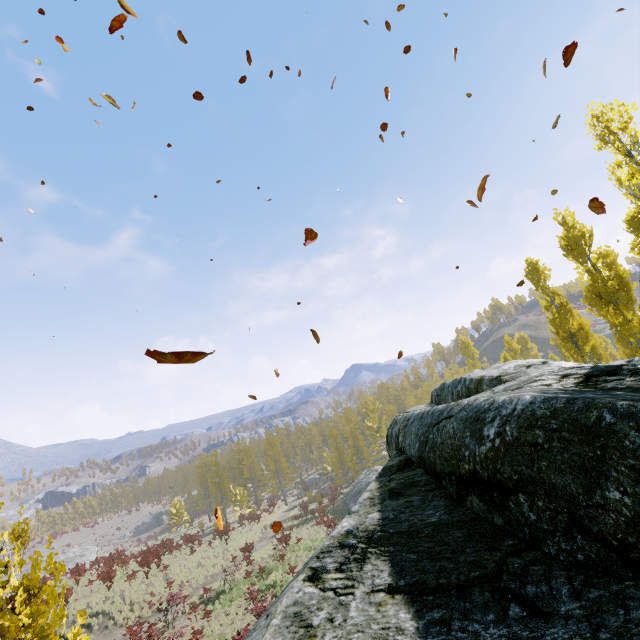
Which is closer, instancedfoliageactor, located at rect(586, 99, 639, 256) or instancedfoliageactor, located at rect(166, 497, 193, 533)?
instancedfoliageactor, located at rect(586, 99, 639, 256)

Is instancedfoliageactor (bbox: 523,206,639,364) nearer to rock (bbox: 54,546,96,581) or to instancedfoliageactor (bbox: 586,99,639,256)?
instancedfoliageactor (bbox: 586,99,639,256)

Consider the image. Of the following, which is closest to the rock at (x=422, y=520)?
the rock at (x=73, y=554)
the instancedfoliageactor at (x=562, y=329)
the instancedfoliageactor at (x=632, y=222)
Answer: the instancedfoliageactor at (x=632, y=222)

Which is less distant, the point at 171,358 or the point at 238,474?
the point at 171,358

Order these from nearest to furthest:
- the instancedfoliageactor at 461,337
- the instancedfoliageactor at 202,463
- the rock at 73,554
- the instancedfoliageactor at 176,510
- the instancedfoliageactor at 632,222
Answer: the instancedfoliageactor at 202,463, the instancedfoliageactor at 632,222, the rock at 73,554, the instancedfoliageactor at 461,337, the instancedfoliageactor at 176,510

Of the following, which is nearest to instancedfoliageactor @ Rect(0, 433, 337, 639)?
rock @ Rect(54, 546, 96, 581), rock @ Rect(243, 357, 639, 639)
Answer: rock @ Rect(243, 357, 639, 639)

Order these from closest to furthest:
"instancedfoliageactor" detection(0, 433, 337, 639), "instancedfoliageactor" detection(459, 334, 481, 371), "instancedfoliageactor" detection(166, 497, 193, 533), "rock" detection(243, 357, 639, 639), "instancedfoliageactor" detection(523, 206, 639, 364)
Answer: "rock" detection(243, 357, 639, 639), "instancedfoliageactor" detection(0, 433, 337, 639), "instancedfoliageactor" detection(523, 206, 639, 364), "instancedfoliageactor" detection(459, 334, 481, 371), "instancedfoliageactor" detection(166, 497, 193, 533)
